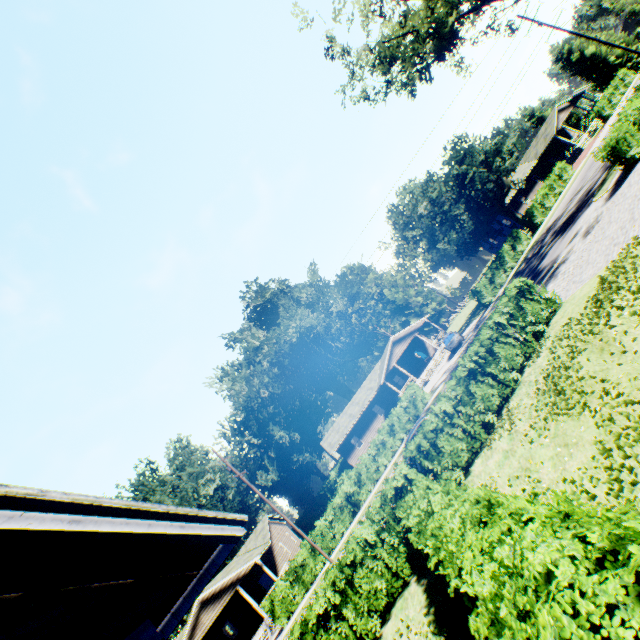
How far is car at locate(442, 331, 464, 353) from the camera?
32.4 meters

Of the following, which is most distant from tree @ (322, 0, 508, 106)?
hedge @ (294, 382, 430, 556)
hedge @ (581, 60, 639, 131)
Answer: hedge @ (294, 382, 430, 556)

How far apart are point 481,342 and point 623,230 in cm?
612

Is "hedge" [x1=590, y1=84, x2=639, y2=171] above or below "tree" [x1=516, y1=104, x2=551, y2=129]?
below

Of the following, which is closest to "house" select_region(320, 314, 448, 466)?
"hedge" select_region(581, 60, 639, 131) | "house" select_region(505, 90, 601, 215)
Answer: "house" select_region(505, 90, 601, 215)

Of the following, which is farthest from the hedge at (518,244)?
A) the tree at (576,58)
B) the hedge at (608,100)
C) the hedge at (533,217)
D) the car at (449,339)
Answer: the tree at (576,58)

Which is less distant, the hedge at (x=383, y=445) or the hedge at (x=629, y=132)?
the hedge at (x=629, y=132)

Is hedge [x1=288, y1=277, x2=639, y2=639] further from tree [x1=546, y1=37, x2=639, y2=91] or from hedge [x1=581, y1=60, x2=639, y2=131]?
tree [x1=546, y1=37, x2=639, y2=91]
